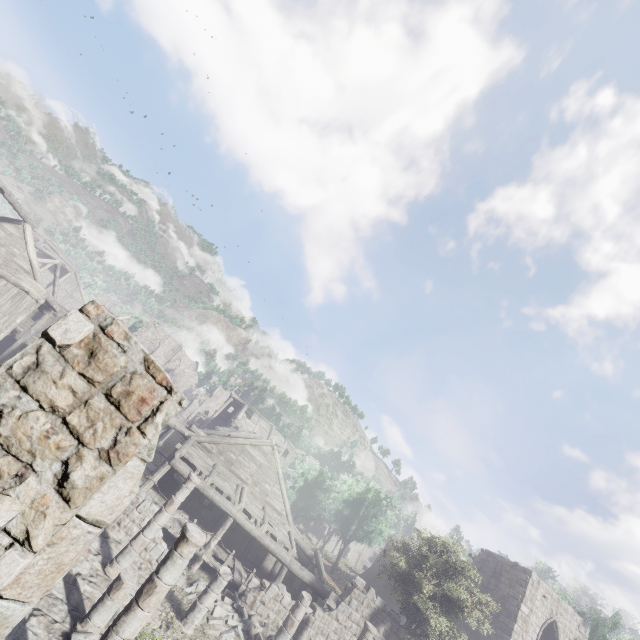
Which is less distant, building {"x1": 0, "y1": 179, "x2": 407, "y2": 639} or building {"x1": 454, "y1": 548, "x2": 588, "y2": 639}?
building {"x1": 0, "y1": 179, "x2": 407, "y2": 639}

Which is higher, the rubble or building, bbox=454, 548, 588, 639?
building, bbox=454, 548, 588, 639

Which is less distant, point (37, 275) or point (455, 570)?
point (455, 570)

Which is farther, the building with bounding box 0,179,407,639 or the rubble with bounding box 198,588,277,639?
the rubble with bounding box 198,588,277,639

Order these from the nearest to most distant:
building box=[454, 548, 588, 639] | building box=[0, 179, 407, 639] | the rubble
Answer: building box=[0, 179, 407, 639] → the rubble → building box=[454, 548, 588, 639]

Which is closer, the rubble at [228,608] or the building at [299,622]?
the building at [299,622]
